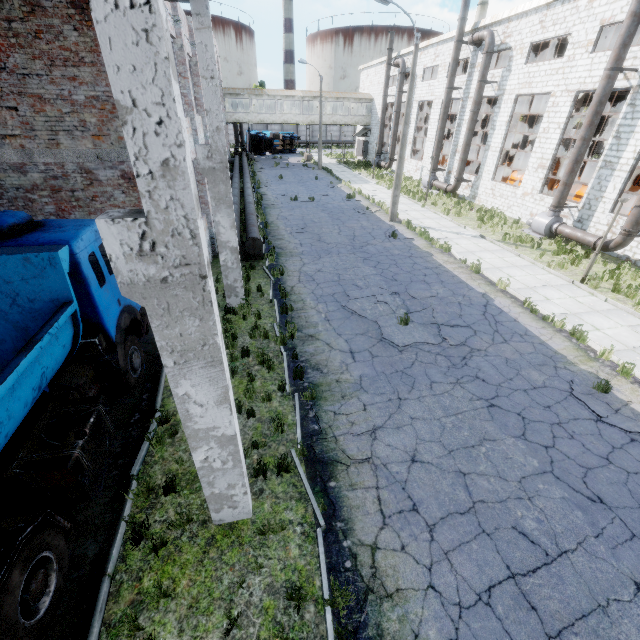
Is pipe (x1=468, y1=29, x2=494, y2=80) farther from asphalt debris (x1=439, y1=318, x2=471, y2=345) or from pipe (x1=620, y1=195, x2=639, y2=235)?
asphalt debris (x1=439, y1=318, x2=471, y2=345)

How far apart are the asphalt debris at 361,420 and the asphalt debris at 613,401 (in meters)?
5.03

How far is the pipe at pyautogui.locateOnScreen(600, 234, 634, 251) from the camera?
14.16m

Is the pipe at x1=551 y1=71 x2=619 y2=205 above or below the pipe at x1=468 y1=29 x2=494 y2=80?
below

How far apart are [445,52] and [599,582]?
35.0 meters

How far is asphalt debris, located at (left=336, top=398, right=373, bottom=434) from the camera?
6.73m

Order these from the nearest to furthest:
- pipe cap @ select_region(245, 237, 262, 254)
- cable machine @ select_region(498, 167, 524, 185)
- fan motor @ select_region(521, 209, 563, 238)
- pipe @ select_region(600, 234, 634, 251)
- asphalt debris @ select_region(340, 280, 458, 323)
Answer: asphalt debris @ select_region(340, 280, 458, 323)
pipe cap @ select_region(245, 237, 262, 254)
pipe @ select_region(600, 234, 634, 251)
fan motor @ select_region(521, 209, 563, 238)
cable machine @ select_region(498, 167, 524, 185)

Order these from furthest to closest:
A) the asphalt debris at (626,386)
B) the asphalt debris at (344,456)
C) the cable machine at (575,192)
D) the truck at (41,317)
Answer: the cable machine at (575,192) < the asphalt debris at (626,386) < the asphalt debris at (344,456) < the truck at (41,317)
